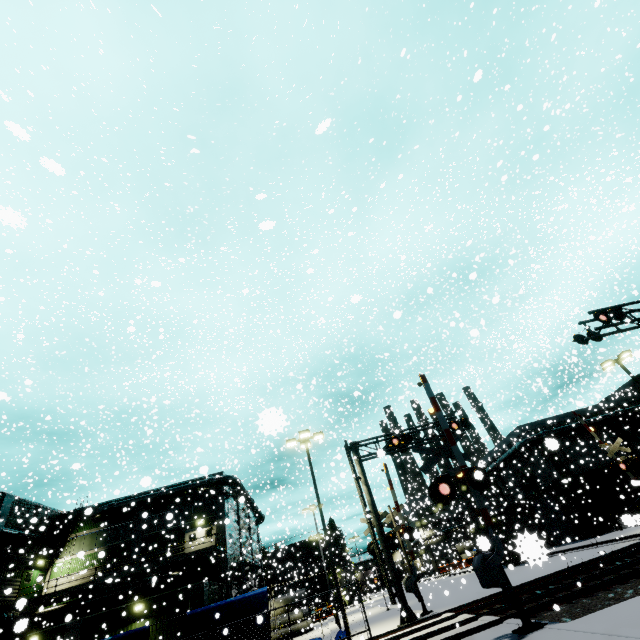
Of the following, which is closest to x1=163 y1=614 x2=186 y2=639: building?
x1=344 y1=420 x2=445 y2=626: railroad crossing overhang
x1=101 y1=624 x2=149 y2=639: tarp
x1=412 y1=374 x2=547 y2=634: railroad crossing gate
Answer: x1=101 y1=624 x2=149 y2=639: tarp

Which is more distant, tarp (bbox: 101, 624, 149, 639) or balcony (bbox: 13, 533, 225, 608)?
balcony (bbox: 13, 533, 225, 608)

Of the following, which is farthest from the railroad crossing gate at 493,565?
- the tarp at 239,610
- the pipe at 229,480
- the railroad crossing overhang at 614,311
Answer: the pipe at 229,480

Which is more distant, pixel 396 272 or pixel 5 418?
pixel 5 418

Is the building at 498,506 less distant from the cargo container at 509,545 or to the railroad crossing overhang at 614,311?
the cargo container at 509,545

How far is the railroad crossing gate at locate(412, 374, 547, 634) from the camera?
8.2 meters

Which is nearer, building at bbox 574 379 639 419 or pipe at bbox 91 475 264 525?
pipe at bbox 91 475 264 525

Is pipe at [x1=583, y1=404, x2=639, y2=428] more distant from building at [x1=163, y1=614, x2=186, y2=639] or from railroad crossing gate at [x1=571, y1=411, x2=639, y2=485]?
railroad crossing gate at [x1=571, y1=411, x2=639, y2=485]
